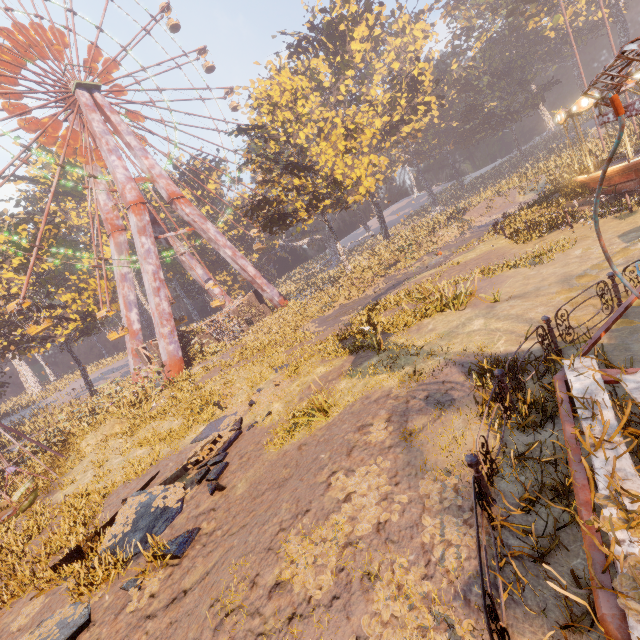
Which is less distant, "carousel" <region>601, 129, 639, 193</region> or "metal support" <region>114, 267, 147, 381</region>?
"carousel" <region>601, 129, 639, 193</region>

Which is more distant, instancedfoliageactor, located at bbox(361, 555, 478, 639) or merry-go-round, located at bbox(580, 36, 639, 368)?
instancedfoliageactor, located at bbox(361, 555, 478, 639)

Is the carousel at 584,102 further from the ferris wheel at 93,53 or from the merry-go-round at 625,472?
the ferris wheel at 93,53

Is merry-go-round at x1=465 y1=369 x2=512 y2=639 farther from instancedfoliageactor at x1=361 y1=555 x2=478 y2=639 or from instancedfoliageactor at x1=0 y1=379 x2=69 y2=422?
instancedfoliageactor at x1=0 y1=379 x2=69 y2=422

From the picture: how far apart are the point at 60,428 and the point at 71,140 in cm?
2527

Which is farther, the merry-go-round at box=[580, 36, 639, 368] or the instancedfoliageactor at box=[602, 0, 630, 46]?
the instancedfoliageactor at box=[602, 0, 630, 46]

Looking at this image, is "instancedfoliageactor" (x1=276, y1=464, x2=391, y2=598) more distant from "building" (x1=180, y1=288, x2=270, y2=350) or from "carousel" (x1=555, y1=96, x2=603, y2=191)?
"building" (x1=180, y1=288, x2=270, y2=350)

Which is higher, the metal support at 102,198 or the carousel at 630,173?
the metal support at 102,198
